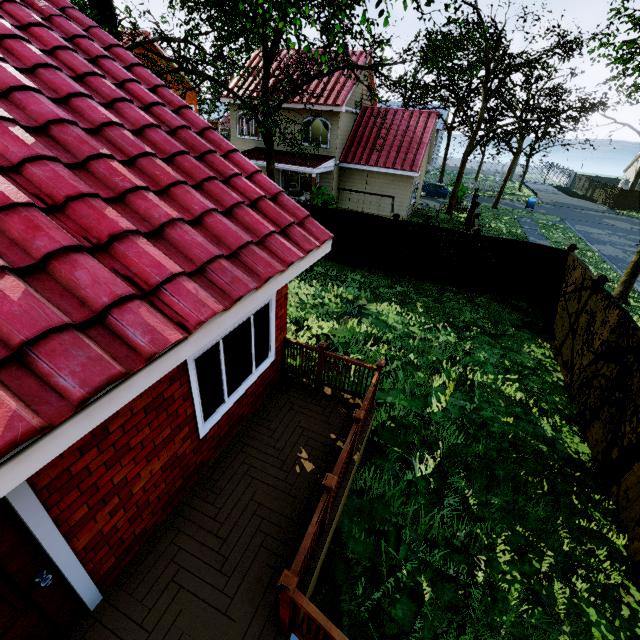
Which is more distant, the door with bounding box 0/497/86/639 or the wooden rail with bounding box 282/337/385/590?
the wooden rail with bounding box 282/337/385/590

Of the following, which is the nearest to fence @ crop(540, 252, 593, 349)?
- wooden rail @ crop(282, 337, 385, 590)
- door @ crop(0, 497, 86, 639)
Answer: A: wooden rail @ crop(282, 337, 385, 590)

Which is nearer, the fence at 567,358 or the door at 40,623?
the door at 40,623

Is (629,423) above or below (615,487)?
above

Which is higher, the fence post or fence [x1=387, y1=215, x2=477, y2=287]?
the fence post

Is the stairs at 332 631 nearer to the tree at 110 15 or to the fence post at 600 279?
the fence post at 600 279

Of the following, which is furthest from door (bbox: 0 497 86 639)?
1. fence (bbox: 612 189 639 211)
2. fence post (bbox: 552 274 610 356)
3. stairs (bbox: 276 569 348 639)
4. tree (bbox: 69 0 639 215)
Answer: fence post (bbox: 552 274 610 356)

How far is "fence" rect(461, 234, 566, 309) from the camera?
11.2m
